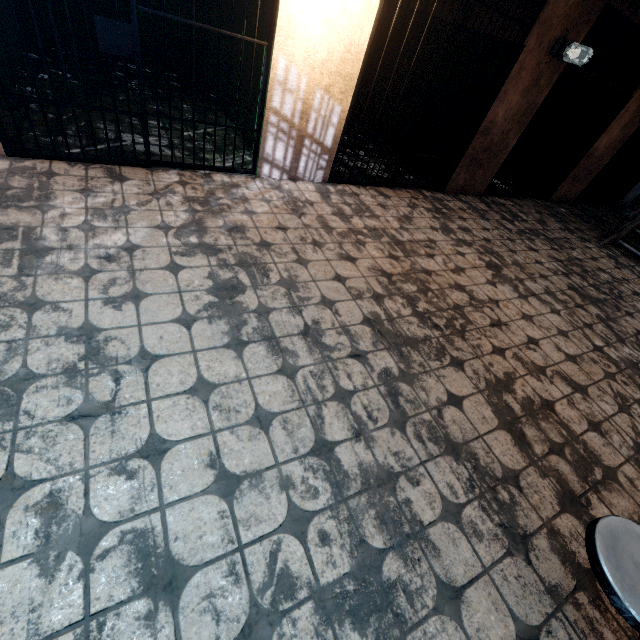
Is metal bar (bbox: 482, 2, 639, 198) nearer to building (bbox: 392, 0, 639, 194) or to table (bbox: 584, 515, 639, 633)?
building (bbox: 392, 0, 639, 194)

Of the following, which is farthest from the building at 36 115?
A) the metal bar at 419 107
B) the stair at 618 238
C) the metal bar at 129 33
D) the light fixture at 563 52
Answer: the stair at 618 238

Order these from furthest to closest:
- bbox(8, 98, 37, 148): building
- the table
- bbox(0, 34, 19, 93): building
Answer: bbox(0, 34, 19, 93): building, bbox(8, 98, 37, 148): building, the table

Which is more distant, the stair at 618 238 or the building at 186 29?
the stair at 618 238

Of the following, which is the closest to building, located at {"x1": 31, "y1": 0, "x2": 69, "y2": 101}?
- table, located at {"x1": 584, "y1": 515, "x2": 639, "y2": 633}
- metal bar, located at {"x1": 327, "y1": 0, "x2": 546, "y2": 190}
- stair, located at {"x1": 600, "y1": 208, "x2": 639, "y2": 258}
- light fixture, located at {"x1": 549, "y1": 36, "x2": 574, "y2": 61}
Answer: metal bar, located at {"x1": 327, "y1": 0, "x2": 546, "y2": 190}

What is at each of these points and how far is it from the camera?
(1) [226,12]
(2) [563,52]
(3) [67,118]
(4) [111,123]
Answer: (1) building, 4.2 meters
(2) light fixture, 3.9 meters
(3) building, 3.3 meters
(4) building, 3.5 meters

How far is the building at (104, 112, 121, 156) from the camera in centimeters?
311cm

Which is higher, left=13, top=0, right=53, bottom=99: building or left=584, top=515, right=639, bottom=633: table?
left=584, top=515, right=639, bottom=633: table
